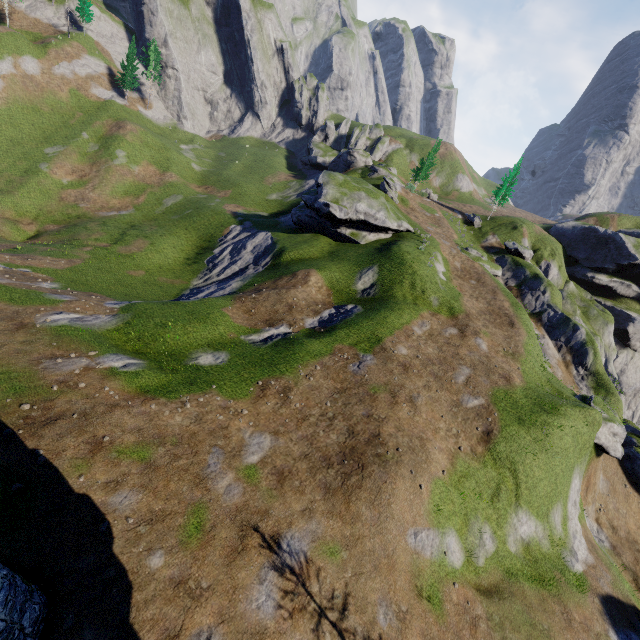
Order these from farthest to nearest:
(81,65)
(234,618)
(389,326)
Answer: (81,65) → (389,326) → (234,618)

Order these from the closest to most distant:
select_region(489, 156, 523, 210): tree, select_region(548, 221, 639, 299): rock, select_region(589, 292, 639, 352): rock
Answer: select_region(548, 221, 639, 299): rock < select_region(589, 292, 639, 352): rock < select_region(489, 156, 523, 210): tree

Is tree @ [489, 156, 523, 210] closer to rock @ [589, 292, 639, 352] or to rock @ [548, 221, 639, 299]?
rock @ [548, 221, 639, 299]

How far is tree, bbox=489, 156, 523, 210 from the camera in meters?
52.8

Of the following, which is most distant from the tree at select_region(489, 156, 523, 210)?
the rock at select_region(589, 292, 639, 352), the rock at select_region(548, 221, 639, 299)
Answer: the rock at select_region(589, 292, 639, 352)

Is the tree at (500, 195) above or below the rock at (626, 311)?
above

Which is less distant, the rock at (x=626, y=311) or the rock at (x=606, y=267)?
the rock at (x=606, y=267)
